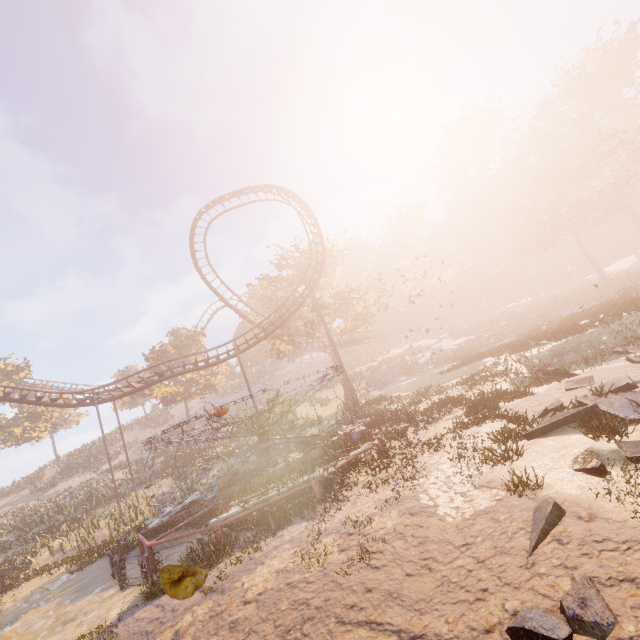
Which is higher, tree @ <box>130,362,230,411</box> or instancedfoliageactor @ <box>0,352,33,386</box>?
instancedfoliageactor @ <box>0,352,33,386</box>

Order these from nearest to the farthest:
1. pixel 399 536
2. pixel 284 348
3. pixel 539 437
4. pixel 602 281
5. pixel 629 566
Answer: pixel 629 566
pixel 399 536
pixel 539 437
pixel 284 348
pixel 602 281

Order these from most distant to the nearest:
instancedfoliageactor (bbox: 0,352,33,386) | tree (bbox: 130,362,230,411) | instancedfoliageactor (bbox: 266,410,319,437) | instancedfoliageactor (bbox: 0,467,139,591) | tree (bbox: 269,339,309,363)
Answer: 1. instancedfoliageactor (bbox: 0,352,33,386)
2. tree (bbox: 130,362,230,411)
3. tree (bbox: 269,339,309,363)
4. instancedfoliageactor (bbox: 0,467,139,591)
5. instancedfoliageactor (bbox: 266,410,319,437)

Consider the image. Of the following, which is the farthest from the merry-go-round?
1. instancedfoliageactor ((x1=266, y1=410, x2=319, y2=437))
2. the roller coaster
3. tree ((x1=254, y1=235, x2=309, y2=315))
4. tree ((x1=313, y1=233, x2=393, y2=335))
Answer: tree ((x1=313, y1=233, x2=393, y2=335))

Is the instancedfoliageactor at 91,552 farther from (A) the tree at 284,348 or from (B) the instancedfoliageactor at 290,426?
(A) the tree at 284,348

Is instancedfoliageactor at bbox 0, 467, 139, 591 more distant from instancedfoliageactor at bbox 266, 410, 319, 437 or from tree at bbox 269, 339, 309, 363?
tree at bbox 269, 339, 309, 363

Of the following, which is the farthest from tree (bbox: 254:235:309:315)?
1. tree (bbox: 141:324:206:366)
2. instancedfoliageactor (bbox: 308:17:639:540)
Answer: instancedfoliageactor (bbox: 308:17:639:540)

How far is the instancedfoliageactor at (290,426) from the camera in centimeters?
1629cm
